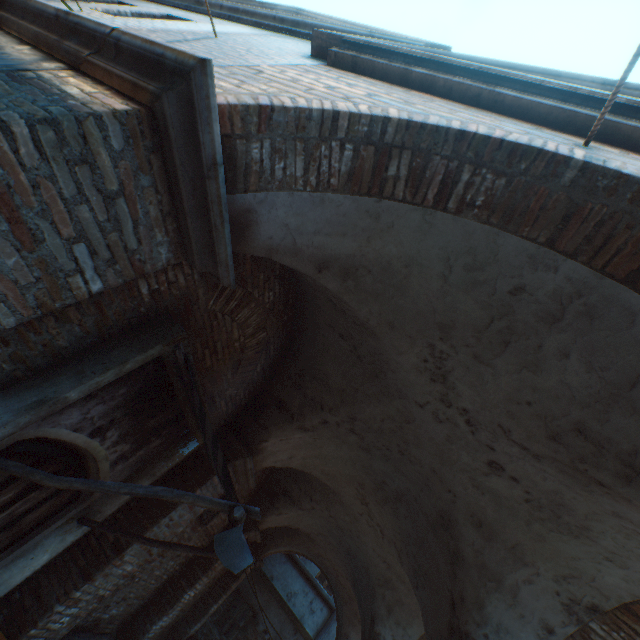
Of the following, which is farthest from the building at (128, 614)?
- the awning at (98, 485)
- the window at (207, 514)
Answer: the window at (207, 514)

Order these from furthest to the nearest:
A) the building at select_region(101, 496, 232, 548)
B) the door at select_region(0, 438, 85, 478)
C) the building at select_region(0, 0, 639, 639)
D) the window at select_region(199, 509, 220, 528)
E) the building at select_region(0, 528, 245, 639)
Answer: the window at select_region(199, 509, 220, 528) < the building at select_region(101, 496, 232, 548) < the building at select_region(0, 528, 245, 639) < the door at select_region(0, 438, 85, 478) < the building at select_region(0, 0, 639, 639)

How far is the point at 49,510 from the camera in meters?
3.3

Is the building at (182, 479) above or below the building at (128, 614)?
above

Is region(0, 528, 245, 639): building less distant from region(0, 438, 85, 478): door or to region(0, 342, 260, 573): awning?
region(0, 342, 260, 573): awning

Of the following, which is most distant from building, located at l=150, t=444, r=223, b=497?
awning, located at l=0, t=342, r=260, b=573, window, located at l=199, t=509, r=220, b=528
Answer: window, located at l=199, t=509, r=220, b=528

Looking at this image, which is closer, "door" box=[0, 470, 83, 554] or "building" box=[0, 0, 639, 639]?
"building" box=[0, 0, 639, 639]

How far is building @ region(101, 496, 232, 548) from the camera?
4.6 meters
